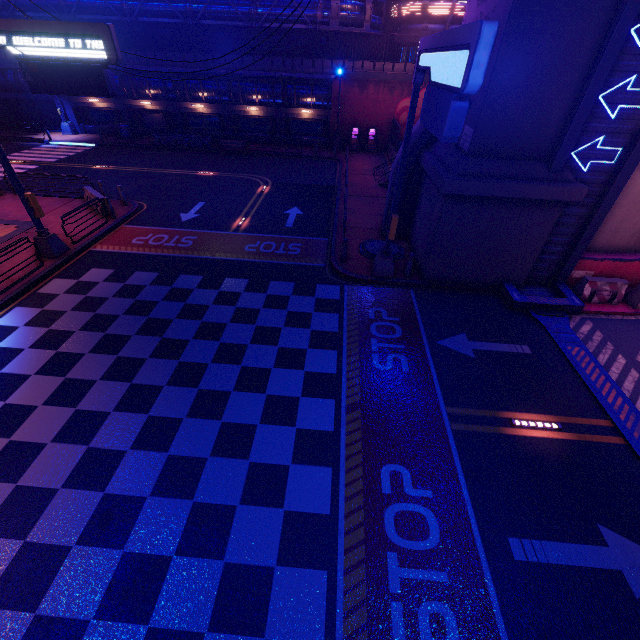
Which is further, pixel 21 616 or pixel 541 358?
pixel 541 358

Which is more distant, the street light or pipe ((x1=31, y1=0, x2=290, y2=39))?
the street light

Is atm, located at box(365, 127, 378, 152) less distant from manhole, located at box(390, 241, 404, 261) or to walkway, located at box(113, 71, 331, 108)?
walkway, located at box(113, 71, 331, 108)

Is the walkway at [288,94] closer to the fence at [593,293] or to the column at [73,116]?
the column at [73,116]

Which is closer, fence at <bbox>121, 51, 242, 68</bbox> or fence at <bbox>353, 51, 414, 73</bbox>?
fence at <bbox>353, 51, 414, 73</bbox>

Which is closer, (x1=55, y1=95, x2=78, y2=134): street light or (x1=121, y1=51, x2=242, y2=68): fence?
(x1=121, y1=51, x2=242, y2=68): fence

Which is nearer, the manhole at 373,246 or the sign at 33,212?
the sign at 33,212

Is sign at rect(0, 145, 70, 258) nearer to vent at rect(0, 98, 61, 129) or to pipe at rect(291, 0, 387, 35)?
pipe at rect(291, 0, 387, 35)
